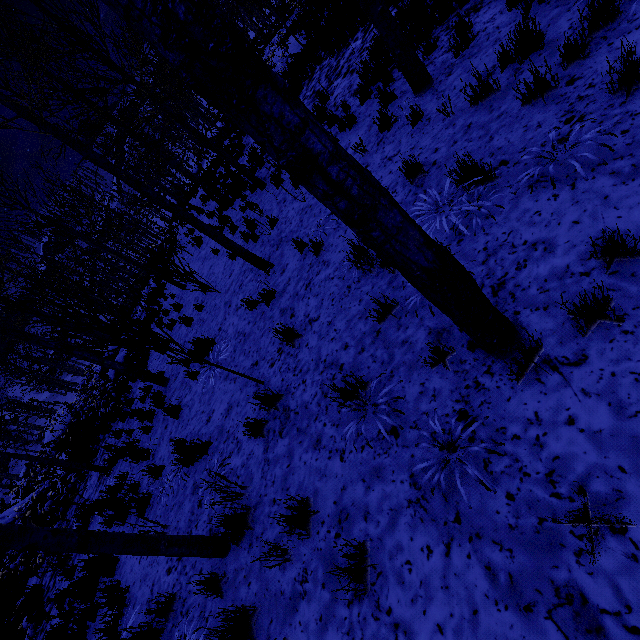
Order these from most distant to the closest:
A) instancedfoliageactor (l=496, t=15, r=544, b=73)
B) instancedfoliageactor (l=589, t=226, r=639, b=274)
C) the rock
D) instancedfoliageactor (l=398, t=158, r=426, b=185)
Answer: the rock → instancedfoliageactor (l=398, t=158, r=426, b=185) → instancedfoliageactor (l=496, t=15, r=544, b=73) → instancedfoliageactor (l=589, t=226, r=639, b=274)

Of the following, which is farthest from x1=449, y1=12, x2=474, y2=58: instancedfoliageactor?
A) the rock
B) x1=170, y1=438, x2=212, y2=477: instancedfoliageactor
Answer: the rock

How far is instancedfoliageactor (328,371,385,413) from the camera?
3.08m

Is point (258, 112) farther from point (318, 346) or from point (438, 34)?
point (438, 34)

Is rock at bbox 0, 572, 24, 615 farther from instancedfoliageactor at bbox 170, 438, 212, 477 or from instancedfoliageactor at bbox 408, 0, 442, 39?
instancedfoliageactor at bbox 408, 0, 442, 39

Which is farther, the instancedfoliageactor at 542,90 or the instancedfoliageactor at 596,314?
the instancedfoliageactor at 542,90
